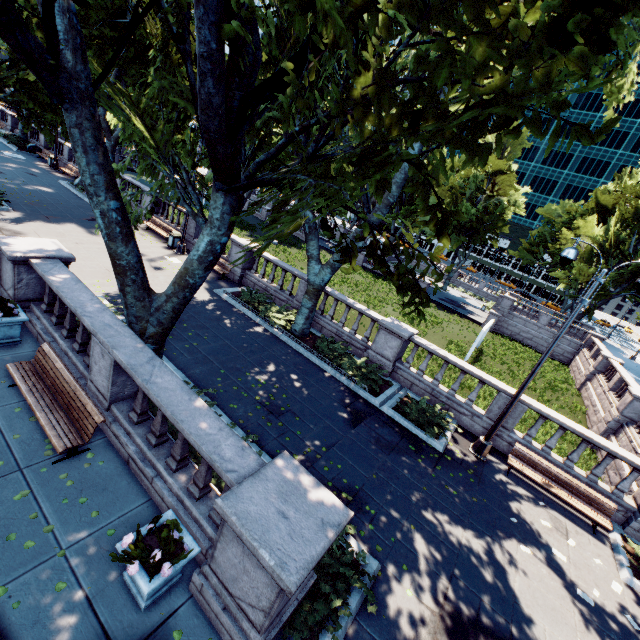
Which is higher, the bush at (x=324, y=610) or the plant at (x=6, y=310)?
the plant at (x=6, y=310)

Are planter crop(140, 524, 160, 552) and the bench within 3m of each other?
yes

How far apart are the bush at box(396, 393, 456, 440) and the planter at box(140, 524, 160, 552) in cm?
814

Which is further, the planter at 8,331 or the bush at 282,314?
the bush at 282,314

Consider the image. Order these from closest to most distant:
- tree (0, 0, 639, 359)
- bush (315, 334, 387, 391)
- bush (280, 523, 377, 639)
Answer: tree (0, 0, 639, 359), bush (280, 523, 377, 639), bush (315, 334, 387, 391)

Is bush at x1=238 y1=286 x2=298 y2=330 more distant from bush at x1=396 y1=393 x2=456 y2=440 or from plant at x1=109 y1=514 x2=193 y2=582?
plant at x1=109 y1=514 x2=193 y2=582

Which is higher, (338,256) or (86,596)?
(338,256)

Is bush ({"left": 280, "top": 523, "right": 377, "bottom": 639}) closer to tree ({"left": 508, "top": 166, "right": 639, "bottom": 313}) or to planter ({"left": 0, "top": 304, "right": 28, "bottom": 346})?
tree ({"left": 508, "top": 166, "right": 639, "bottom": 313})
